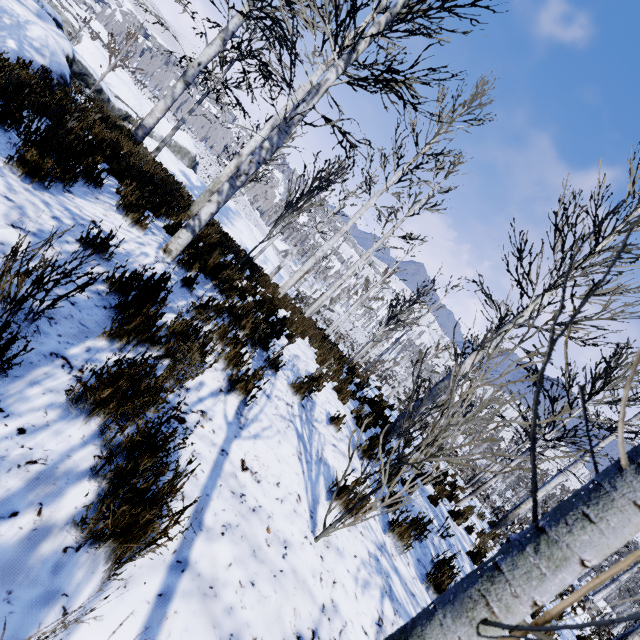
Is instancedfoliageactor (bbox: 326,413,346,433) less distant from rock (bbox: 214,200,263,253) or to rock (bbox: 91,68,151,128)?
rock (bbox: 214,200,263,253)

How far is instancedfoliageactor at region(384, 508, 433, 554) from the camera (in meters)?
3.54

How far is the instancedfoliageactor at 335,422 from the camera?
4.7 meters

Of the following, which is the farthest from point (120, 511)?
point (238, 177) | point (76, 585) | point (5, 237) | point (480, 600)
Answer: point (238, 177)

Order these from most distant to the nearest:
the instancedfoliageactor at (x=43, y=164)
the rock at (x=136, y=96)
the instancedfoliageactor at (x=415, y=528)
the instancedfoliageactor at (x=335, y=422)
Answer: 1. the rock at (x=136, y=96)
2. the instancedfoliageactor at (x=335, y=422)
3. the instancedfoliageactor at (x=415, y=528)
4. the instancedfoliageactor at (x=43, y=164)

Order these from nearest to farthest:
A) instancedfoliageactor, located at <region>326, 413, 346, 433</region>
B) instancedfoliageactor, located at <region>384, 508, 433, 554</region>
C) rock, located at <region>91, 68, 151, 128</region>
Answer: instancedfoliageactor, located at <region>384, 508, 433, 554</region>
instancedfoliageactor, located at <region>326, 413, 346, 433</region>
rock, located at <region>91, 68, 151, 128</region>
